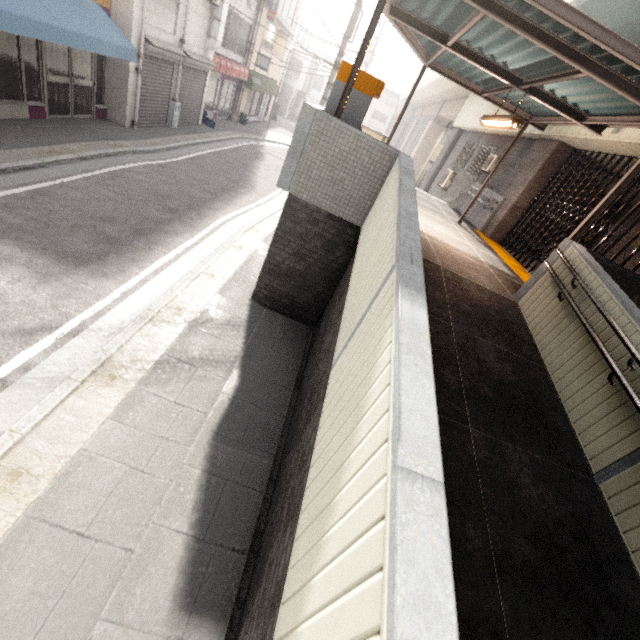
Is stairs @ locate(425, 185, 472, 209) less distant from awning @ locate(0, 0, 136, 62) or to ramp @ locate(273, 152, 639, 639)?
awning @ locate(0, 0, 136, 62)

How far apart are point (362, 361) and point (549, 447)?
2.69m

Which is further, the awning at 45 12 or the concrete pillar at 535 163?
the concrete pillar at 535 163

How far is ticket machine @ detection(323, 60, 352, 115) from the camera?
4.78m

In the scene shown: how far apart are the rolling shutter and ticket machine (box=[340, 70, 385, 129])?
8.8 meters

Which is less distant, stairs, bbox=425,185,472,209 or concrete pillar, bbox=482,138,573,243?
concrete pillar, bbox=482,138,573,243

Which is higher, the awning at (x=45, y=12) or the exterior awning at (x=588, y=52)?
the exterior awning at (x=588, y=52)

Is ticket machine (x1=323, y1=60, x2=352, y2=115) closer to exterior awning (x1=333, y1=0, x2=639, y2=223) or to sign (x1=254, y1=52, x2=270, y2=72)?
exterior awning (x1=333, y1=0, x2=639, y2=223)
